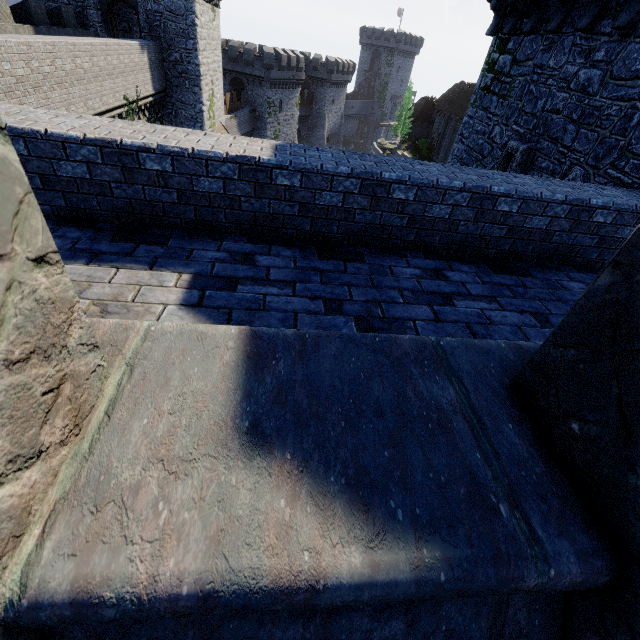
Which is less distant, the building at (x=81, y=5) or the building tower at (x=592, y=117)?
the building tower at (x=592, y=117)

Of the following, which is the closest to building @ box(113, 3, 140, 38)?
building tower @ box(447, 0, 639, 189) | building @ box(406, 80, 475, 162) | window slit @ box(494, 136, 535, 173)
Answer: building tower @ box(447, 0, 639, 189)

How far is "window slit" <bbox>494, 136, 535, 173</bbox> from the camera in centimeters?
781cm

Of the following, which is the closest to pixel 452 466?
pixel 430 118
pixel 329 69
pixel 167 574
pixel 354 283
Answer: pixel 167 574

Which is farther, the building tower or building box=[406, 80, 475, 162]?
building box=[406, 80, 475, 162]

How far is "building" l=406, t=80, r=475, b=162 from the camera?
42.9 meters

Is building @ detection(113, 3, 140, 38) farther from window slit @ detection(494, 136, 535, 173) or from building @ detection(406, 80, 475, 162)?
building @ detection(406, 80, 475, 162)
